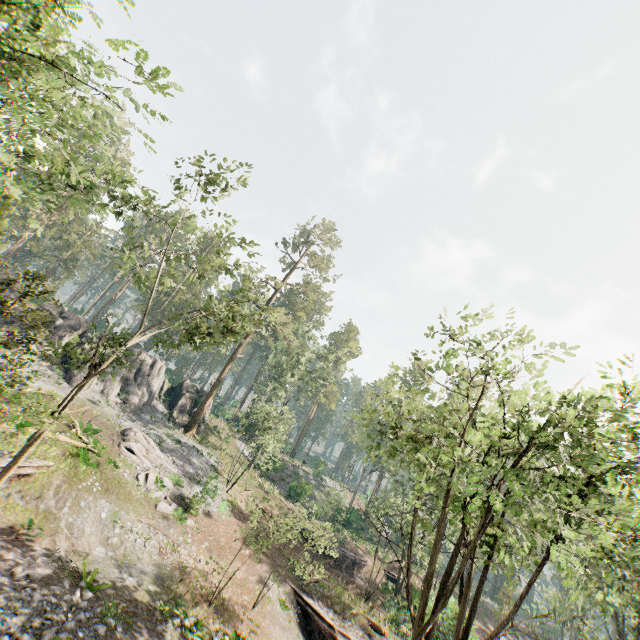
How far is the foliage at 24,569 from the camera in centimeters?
1162cm

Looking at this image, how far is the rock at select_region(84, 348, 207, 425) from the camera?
32.25m

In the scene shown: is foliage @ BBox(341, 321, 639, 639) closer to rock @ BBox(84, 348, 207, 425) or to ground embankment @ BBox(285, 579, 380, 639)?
rock @ BBox(84, 348, 207, 425)

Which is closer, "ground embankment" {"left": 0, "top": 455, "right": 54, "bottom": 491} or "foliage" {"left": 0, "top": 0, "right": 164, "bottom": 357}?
"foliage" {"left": 0, "top": 0, "right": 164, "bottom": 357}

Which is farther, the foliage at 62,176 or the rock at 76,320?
the rock at 76,320

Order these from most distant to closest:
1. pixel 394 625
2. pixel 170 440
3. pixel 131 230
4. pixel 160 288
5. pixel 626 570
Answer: pixel 160 288 < pixel 170 440 < pixel 394 625 < pixel 131 230 < pixel 626 570

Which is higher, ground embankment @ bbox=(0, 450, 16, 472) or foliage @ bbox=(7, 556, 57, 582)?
ground embankment @ bbox=(0, 450, 16, 472)

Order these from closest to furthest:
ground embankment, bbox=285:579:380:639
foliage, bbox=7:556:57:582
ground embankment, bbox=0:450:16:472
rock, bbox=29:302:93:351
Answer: foliage, bbox=7:556:57:582, ground embankment, bbox=0:450:16:472, ground embankment, bbox=285:579:380:639, rock, bbox=29:302:93:351
